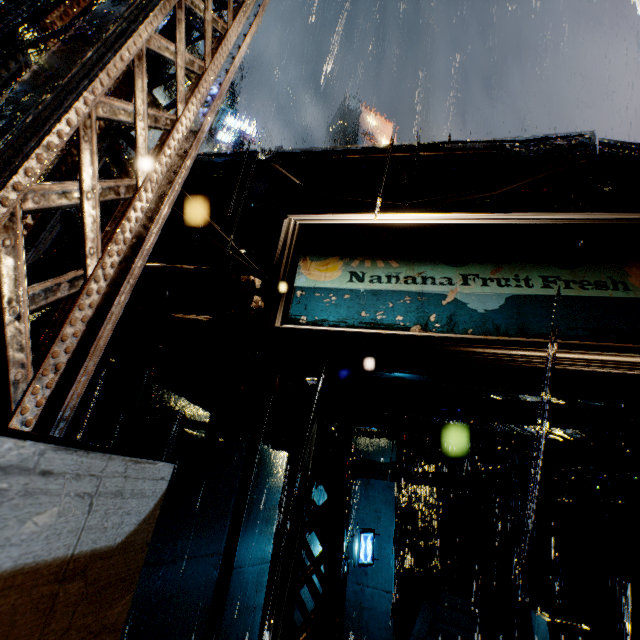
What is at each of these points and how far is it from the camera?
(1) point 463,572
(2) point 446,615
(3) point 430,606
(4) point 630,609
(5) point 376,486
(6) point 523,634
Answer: (1) stairs, 15.09m
(2) stairs, 12.49m
(3) structural stair, 12.75m
(4) stairs, 15.48m
(5) building, 15.20m
(6) railing, 10.16m

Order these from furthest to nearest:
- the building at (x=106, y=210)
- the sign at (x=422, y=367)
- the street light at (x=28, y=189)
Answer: the building at (x=106, y=210)
the sign at (x=422, y=367)
the street light at (x=28, y=189)

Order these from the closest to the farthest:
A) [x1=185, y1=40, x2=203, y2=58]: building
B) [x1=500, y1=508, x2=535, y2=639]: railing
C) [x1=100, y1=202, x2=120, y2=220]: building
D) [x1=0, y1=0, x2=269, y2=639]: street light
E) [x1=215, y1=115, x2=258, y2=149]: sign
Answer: [x1=0, y1=0, x2=269, y2=639]: street light → [x1=100, y1=202, x2=120, y2=220]: building → [x1=500, y1=508, x2=535, y2=639]: railing → [x1=185, y1=40, x2=203, y2=58]: building → [x1=215, y1=115, x2=258, y2=149]: sign

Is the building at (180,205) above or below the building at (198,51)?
below

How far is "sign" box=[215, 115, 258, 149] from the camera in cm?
2577

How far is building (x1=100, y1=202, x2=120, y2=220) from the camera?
4.33m

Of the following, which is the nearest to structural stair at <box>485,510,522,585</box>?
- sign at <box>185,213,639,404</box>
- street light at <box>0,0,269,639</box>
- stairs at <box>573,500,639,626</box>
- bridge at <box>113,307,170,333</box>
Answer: stairs at <box>573,500,639,626</box>
